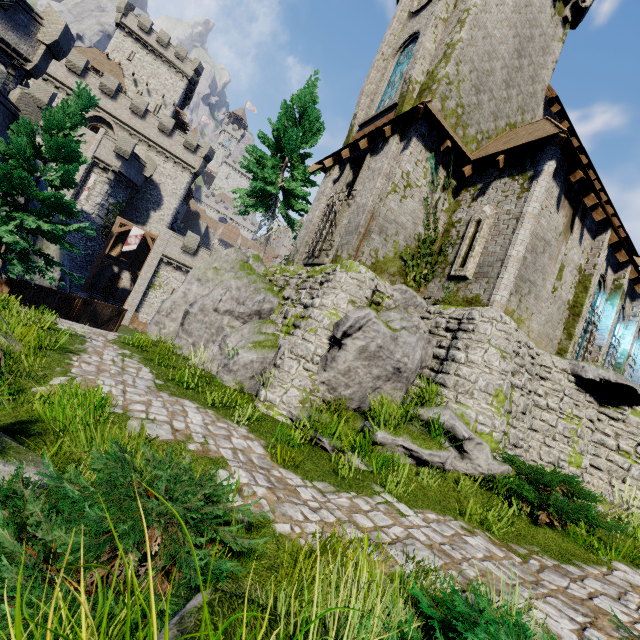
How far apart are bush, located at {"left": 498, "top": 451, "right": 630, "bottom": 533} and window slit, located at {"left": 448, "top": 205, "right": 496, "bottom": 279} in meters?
5.5 m

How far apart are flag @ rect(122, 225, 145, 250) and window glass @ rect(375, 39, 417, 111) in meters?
Answer: 27.6

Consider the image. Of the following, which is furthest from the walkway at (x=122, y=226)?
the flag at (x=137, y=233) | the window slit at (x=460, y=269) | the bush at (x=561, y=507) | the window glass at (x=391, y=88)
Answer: the bush at (x=561, y=507)

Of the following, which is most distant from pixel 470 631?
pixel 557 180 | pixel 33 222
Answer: pixel 33 222

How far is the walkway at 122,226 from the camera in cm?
3181

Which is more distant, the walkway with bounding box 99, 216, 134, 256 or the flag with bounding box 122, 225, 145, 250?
the flag with bounding box 122, 225, 145, 250

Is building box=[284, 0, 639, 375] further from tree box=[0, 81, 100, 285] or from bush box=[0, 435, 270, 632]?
tree box=[0, 81, 100, 285]

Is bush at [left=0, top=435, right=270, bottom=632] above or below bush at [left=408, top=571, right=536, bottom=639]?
below
